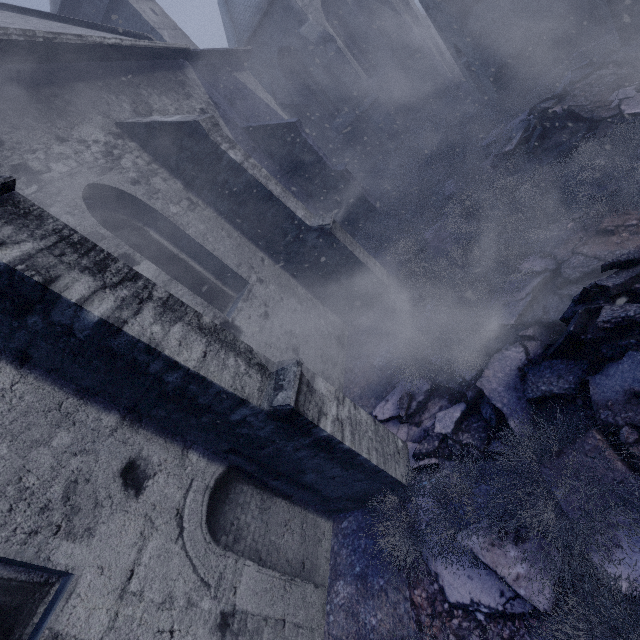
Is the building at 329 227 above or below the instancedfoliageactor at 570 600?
above

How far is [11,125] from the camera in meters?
4.1

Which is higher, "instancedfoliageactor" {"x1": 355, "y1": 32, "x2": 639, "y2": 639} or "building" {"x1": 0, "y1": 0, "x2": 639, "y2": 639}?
"building" {"x1": 0, "y1": 0, "x2": 639, "y2": 639}
